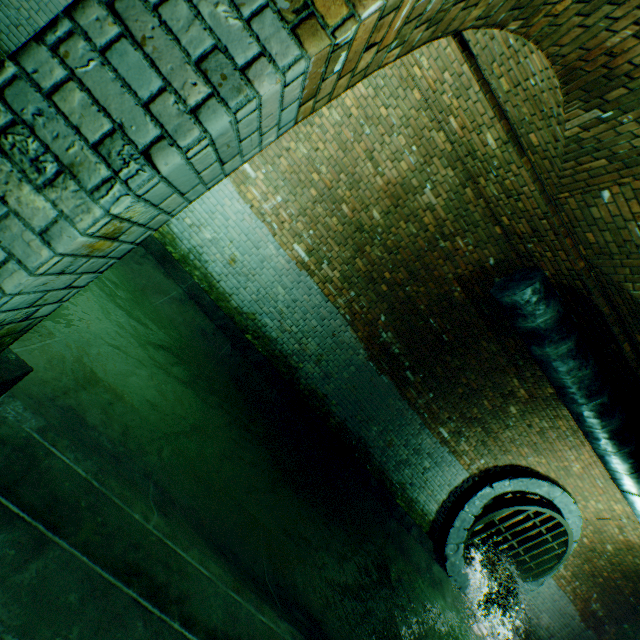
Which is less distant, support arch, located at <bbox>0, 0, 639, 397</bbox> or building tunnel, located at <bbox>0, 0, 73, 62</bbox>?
support arch, located at <bbox>0, 0, 639, 397</bbox>

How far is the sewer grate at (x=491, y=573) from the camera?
7.2m

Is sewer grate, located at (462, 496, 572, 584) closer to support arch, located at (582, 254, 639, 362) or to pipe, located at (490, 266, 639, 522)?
pipe, located at (490, 266, 639, 522)

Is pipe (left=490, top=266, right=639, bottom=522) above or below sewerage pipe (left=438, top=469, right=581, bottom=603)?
above

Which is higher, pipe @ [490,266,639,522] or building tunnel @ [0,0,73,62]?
pipe @ [490,266,639,522]

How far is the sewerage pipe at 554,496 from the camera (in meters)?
7.23

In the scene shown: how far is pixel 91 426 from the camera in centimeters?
218cm

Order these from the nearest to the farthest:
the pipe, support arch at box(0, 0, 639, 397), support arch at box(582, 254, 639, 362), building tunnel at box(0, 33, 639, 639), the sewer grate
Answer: support arch at box(0, 0, 639, 397), building tunnel at box(0, 33, 639, 639), support arch at box(582, 254, 639, 362), the pipe, the sewer grate
